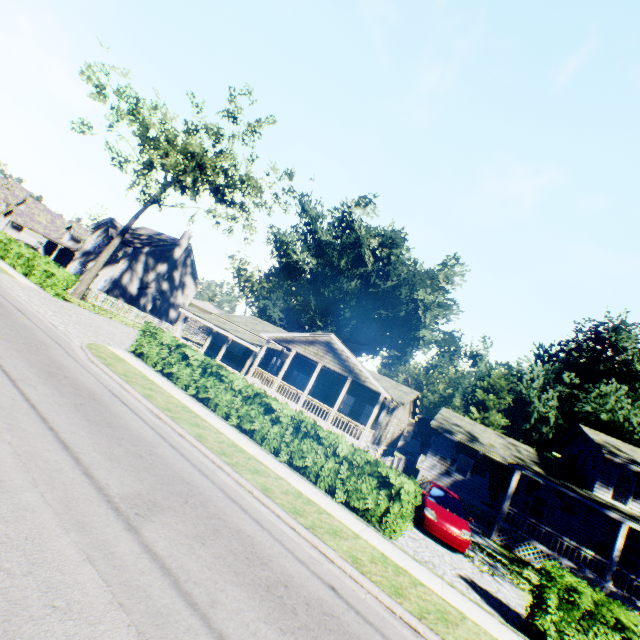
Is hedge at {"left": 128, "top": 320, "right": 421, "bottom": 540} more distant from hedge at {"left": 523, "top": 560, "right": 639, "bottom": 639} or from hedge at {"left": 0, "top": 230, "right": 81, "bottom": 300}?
hedge at {"left": 0, "top": 230, "right": 81, "bottom": 300}

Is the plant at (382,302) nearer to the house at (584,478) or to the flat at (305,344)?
the house at (584,478)

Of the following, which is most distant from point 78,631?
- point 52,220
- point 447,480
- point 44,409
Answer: point 52,220

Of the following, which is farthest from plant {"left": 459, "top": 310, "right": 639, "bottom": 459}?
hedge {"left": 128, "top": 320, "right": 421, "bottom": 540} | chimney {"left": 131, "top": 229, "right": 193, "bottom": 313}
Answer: hedge {"left": 128, "top": 320, "right": 421, "bottom": 540}

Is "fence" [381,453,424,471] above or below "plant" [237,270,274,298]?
below

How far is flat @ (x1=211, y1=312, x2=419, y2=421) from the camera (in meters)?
22.06

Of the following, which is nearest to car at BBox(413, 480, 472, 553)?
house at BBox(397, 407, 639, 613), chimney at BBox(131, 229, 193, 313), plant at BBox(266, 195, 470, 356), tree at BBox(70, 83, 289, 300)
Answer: house at BBox(397, 407, 639, 613)

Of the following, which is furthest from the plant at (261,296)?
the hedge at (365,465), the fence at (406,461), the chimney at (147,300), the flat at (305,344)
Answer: the hedge at (365,465)
